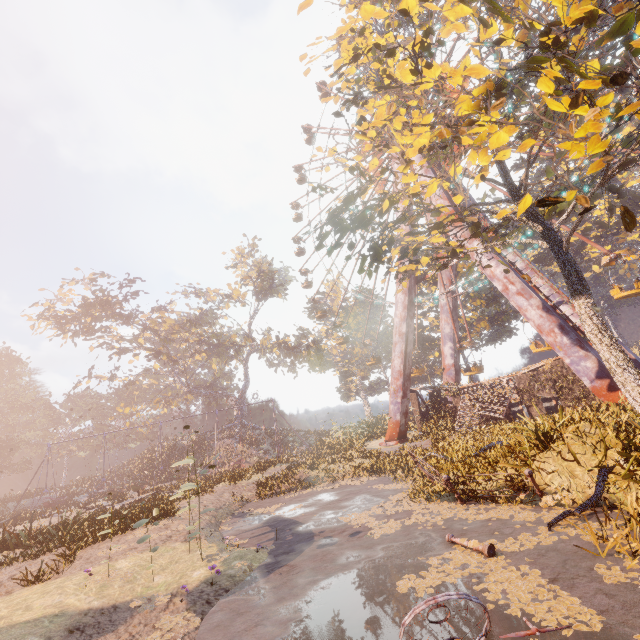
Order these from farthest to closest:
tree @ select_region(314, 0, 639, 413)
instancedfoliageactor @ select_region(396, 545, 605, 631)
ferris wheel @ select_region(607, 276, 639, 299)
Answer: ferris wheel @ select_region(607, 276, 639, 299), tree @ select_region(314, 0, 639, 413), instancedfoliageactor @ select_region(396, 545, 605, 631)

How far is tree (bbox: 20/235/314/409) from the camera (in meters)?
38.91

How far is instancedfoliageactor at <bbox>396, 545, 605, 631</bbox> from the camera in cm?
390

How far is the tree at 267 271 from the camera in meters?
38.9

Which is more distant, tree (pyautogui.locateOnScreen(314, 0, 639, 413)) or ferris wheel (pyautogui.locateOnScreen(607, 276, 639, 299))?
ferris wheel (pyautogui.locateOnScreen(607, 276, 639, 299))

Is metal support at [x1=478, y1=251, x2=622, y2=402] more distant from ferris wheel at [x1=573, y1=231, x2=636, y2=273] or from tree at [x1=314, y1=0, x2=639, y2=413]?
tree at [x1=314, y1=0, x2=639, y2=413]

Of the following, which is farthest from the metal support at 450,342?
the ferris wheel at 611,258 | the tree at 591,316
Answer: the tree at 591,316

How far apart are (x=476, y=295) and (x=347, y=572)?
34.3m
